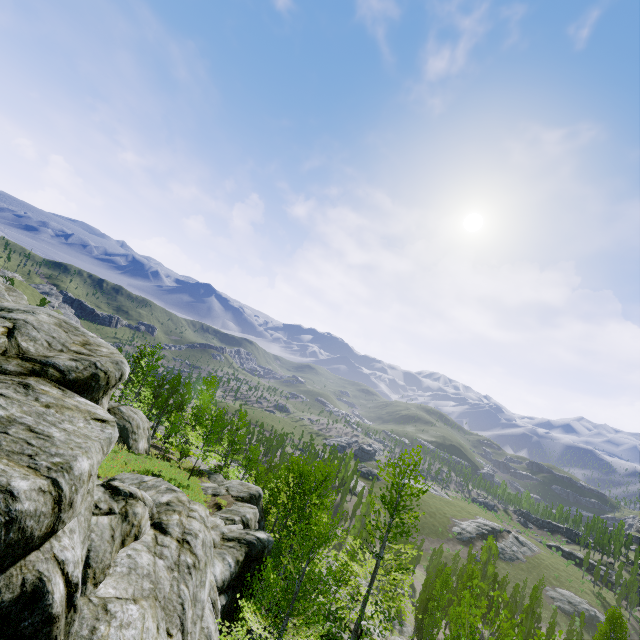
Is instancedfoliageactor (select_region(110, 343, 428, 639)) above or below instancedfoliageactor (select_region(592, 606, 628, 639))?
above

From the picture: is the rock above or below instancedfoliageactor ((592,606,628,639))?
above

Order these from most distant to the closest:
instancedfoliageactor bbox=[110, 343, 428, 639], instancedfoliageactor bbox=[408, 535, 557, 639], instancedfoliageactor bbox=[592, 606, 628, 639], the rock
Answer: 1. instancedfoliageactor bbox=[592, 606, 628, 639]
2. instancedfoliageactor bbox=[110, 343, 428, 639]
3. instancedfoliageactor bbox=[408, 535, 557, 639]
4. the rock

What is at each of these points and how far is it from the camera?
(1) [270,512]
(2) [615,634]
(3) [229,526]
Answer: (1) instancedfoliageactor, 46.59m
(2) instancedfoliageactor, 38.47m
(3) rock, 17.84m

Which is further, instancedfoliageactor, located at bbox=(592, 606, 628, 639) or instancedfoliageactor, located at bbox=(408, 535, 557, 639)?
instancedfoliageactor, located at bbox=(592, 606, 628, 639)

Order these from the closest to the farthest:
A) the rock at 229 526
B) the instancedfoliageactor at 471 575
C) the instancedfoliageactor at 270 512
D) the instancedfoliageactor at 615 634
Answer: the rock at 229 526 < the instancedfoliageactor at 471 575 < the instancedfoliageactor at 270 512 < the instancedfoliageactor at 615 634

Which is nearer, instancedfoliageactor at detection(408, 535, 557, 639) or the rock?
the rock

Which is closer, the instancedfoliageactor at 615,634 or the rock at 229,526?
the rock at 229,526
